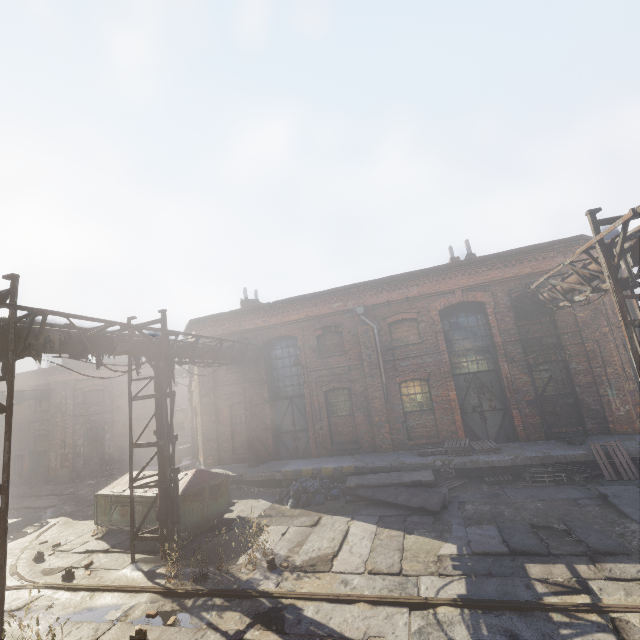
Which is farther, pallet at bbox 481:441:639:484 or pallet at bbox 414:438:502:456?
pallet at bbox 414:438:502:456

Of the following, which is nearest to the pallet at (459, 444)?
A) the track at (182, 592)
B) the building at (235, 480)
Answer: the building at (235, 480)

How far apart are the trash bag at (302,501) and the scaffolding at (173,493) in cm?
350

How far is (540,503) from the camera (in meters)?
9.23

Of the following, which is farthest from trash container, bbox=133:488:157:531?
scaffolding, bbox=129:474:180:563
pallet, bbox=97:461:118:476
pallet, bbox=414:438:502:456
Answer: pallet, bbox=97:461:118:476

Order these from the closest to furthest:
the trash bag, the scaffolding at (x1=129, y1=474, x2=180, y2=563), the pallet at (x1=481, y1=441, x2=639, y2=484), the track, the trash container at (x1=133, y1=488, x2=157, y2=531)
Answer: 1. the track
2. the scaffolding at (x1=129, y1=474, x2=180, y2=563)
3. the pallet at (x1=481, y1=441, x2=639, y2=484)
4. the trash container at (x1=133, y1=488, x2=157, y2=531)
5. the trash bag

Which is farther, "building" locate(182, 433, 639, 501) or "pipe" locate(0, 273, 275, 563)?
"building" locate(182, 433, 639, 501)

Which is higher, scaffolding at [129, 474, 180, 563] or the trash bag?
scaffolding at [129, 474, 180, 563]
